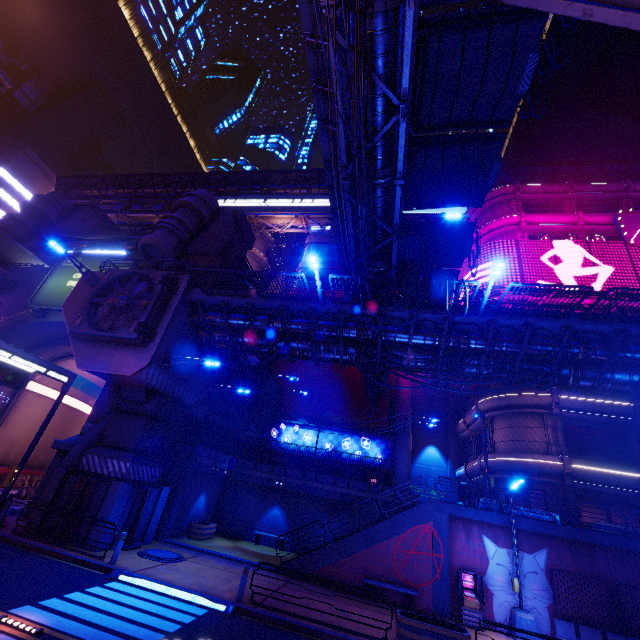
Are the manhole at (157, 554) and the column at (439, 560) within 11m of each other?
no

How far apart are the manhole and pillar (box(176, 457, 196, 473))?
4.3m

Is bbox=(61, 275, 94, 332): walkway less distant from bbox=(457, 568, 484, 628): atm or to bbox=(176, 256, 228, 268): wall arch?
bbox=(176, 256, 228, 268): wall arch

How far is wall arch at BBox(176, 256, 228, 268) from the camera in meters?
25.0 m

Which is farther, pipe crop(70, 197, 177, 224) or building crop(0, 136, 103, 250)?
pipe crop(70, 197, 177, 224)

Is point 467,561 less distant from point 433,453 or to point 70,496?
point 70,496

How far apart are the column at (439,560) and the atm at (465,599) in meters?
0.3 m

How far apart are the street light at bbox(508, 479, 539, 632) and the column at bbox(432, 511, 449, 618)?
2.1m
